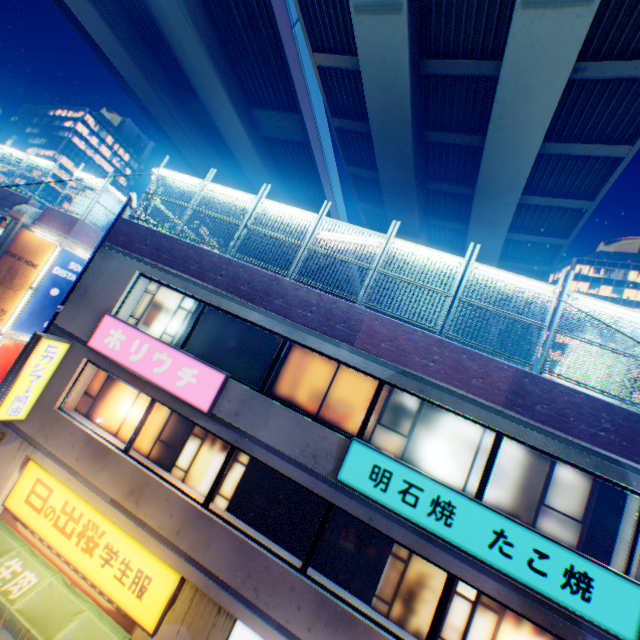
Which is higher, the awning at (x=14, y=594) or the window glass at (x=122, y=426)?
the window glass at (x=122, y=426)

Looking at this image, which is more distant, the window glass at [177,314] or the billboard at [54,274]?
the billboard at [54,274]

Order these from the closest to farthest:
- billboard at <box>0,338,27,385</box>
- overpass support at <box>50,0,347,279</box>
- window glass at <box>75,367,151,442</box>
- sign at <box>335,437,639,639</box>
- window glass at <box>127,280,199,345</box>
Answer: Result:
1. sign at <box>335,437,639,639</box>
2. window glass at <box>75,367,151,442</box>
3. window glass at <box>127,280,199,345</box>
4. billboard at <box>0,338,27,385</box>
5. overpass support at <box>50,0,347,279</box>

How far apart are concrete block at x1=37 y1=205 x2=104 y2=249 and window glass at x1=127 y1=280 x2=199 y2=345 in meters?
7.6

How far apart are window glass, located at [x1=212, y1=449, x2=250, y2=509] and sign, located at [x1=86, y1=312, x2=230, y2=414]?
0.6m

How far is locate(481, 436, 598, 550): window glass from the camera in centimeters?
675cm

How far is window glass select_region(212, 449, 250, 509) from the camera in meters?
8.2 m

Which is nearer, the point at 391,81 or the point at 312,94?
the point at 391,81
